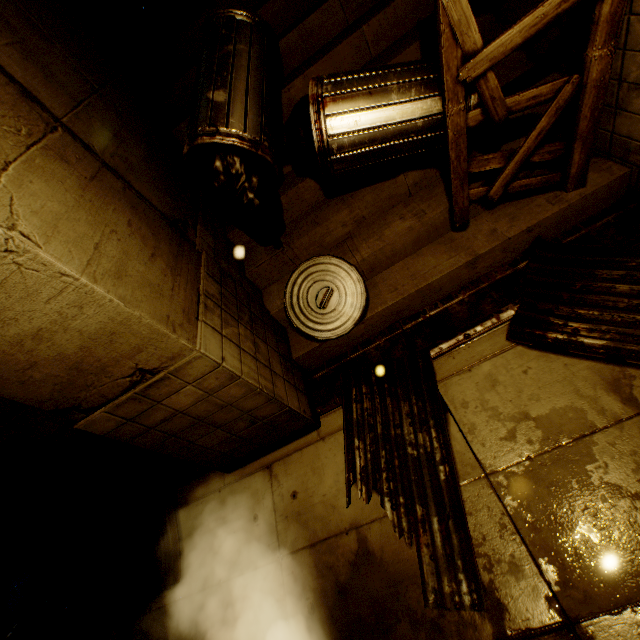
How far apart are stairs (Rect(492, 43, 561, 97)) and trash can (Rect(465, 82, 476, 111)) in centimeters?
3cm

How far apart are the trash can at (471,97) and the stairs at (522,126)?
0.0 meters

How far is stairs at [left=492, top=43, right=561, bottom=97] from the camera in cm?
323

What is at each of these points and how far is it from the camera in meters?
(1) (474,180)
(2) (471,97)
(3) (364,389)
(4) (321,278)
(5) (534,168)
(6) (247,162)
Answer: (1) stairs, 3.4 m
(2) trash can, 2.7 m
(3) sm, 3.4 m
(4) trash can lid, 3.6 m
(5) stairs, 3.3 m
(6) trash bag, 3.4 m

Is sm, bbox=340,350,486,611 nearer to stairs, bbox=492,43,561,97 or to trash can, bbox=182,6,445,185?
stairs, bbox=492,43,561,97

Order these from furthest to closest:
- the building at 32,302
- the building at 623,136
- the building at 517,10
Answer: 1. the building at 517,10
2. the building at 623,136
3. the building at 32,302

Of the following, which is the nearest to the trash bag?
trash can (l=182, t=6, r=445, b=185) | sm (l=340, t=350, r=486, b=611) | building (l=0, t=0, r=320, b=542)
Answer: trash can (l=182, t=6, r=445, b=185)

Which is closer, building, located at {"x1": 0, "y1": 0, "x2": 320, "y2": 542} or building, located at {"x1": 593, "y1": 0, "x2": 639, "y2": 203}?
building, located at {"x1": 0, "y1": 0, "x2": 320, "y2": 542}
